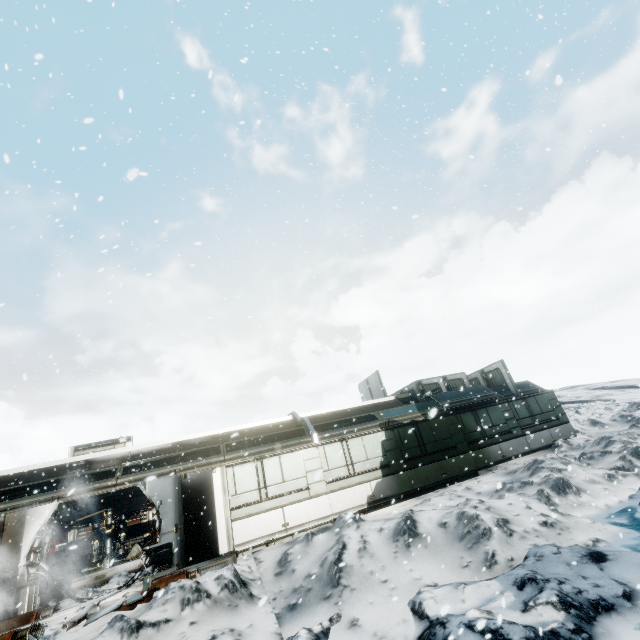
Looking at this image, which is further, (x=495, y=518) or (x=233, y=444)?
(x=233, y=444)

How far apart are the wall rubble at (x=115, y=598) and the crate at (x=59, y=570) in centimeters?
1084cm

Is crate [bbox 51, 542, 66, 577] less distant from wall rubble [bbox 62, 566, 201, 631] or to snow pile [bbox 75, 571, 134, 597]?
snow pile [bbox 75, 571, 134, 597]

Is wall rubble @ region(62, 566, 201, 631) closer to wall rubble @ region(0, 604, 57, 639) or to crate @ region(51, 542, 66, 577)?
wall rubble @ region(0, 604, 57, 639)

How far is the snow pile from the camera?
9.4m

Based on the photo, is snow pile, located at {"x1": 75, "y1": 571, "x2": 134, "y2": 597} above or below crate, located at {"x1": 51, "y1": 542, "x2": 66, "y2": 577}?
below

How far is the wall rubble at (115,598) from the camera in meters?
7.9
